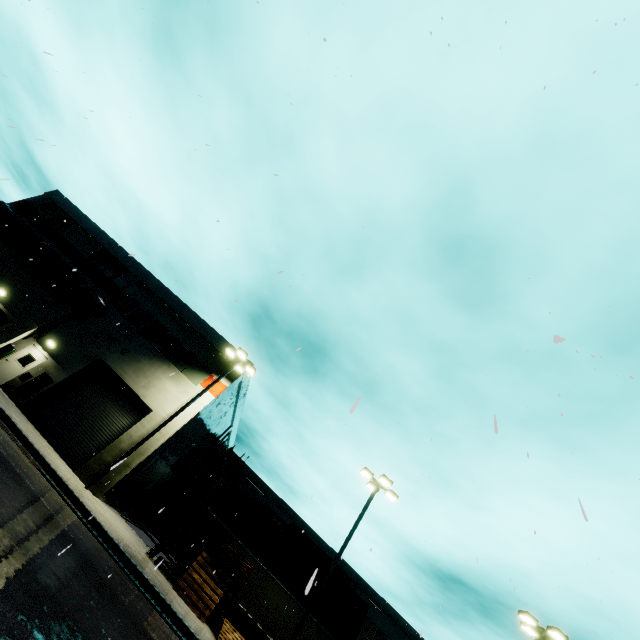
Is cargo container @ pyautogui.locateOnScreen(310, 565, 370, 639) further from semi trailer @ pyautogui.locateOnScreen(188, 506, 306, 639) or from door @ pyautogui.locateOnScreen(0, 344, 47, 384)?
door @ pyautogui.locateOnScreen(0, 344, 47, 384)

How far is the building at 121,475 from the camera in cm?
1831

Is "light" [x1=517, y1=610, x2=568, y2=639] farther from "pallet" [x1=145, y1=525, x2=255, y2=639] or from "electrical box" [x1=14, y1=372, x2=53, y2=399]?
"electrical box" [x1=14, y1=372, x2=53, y2=399]

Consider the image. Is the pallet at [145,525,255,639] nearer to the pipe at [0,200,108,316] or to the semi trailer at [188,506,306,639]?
the semi trailer at [188,506,306,639]

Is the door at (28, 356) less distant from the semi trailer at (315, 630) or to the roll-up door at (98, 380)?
the roll-up door at (98, 380)

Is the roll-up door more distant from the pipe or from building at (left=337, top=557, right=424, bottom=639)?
the pipe

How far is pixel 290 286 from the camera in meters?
7.5

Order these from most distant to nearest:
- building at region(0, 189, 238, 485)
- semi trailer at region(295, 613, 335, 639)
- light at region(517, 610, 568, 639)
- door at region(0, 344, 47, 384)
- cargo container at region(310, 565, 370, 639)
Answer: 1. cargo container at region(310, 565, 370, 639)
2. semi trailer at region(295, 613, 335, 639)
3. building at region(0, 189, 238, 485)
4. door at region(0, 344, 47, 384)
5. light at region(517, 610, 568, 639)
